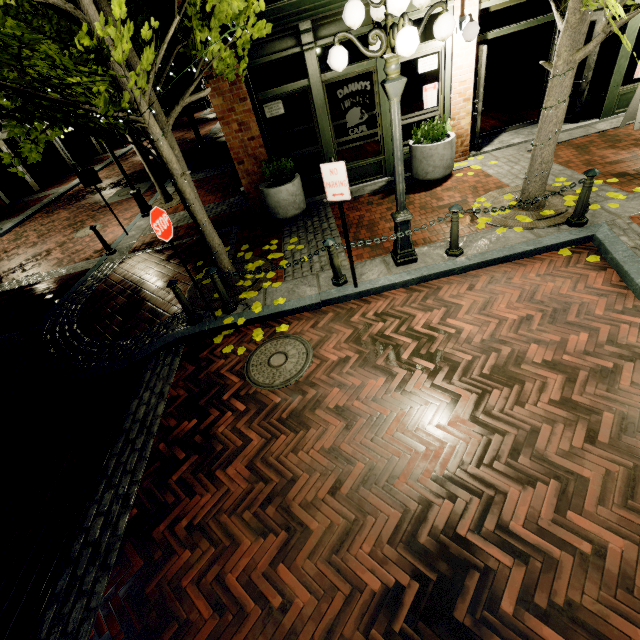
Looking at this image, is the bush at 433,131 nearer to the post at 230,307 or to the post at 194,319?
the post at 230,307

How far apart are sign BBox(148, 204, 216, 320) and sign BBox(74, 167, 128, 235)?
6.4m

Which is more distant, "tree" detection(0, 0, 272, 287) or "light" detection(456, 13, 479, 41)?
"light" detection(456, 13, 479, 41)

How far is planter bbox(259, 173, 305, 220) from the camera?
7.5m

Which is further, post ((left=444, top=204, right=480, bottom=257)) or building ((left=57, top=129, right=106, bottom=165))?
building ((left=57, top=129, right=106, bottom=165))

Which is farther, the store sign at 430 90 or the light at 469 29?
the store sign at 430 90

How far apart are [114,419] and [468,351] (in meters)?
4.95

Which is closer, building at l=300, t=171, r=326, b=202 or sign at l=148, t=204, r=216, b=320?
sign at l=148, t=204, r=216, b=320
